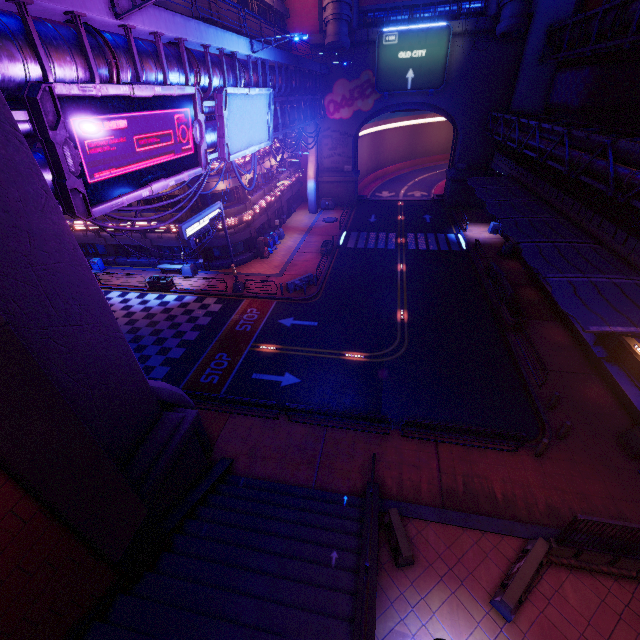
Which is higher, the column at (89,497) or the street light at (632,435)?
the column at (89,497)

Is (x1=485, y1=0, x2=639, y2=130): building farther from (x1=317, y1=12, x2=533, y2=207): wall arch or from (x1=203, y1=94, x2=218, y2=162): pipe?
(x1=203, y1=94, x2=218, y2=162): pipe

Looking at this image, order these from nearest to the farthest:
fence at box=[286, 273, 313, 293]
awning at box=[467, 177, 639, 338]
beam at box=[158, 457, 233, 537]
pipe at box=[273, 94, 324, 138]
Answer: beam at box=[158, 457, 233, 537] < awning at box=[467, 177, 639, 338] < pipe at box=[273, 94, 324, 138] < fence at box=[286, 273, 313, 293]

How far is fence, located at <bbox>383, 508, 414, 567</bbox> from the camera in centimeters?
1032cm

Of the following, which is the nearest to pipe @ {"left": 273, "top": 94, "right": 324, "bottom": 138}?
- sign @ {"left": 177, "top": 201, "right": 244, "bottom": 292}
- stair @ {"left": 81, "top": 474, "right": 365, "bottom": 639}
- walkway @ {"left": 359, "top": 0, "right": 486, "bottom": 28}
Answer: sign @ {"left": 177, "top": 201, "right": 244, "bottom": 292}

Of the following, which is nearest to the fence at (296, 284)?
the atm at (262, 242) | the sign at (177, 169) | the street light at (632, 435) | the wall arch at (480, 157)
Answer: the atm at (262, 242)

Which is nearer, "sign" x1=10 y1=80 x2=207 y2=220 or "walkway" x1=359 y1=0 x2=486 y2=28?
"sign" x1=10 y1=80 x2=207 y2=220

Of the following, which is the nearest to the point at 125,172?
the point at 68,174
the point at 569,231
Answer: the point at 68,174
